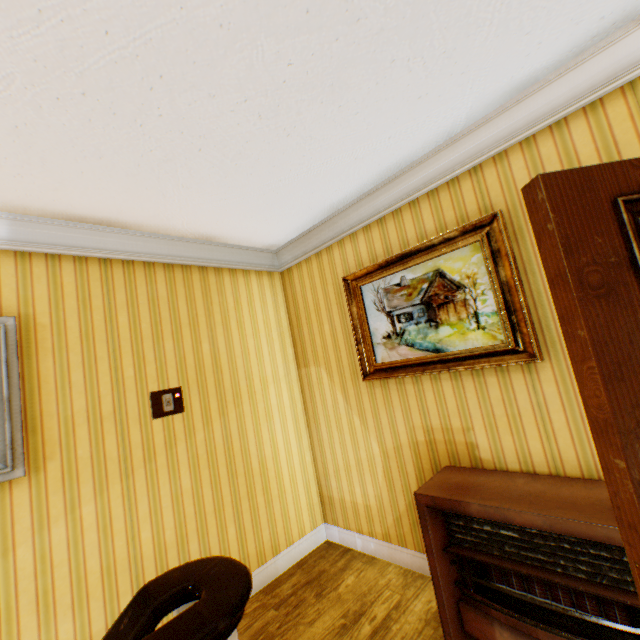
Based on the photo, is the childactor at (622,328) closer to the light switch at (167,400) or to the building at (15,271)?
the building at (15,271)

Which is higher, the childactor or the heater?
the childactor

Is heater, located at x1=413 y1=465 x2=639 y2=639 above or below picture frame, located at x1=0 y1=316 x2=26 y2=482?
below

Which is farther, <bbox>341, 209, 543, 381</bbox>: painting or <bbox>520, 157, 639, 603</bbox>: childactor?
<bbox>341, 209, 543, 381</bbox>: painting

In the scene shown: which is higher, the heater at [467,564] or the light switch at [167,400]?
the light switch at [167,400]

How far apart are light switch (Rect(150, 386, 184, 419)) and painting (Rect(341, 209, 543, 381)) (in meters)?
1.56

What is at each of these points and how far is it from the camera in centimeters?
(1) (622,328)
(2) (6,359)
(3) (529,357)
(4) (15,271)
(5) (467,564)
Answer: (1) childactor, 87cm
(2) picture frame, 200cm
(3) painting, 198cm
(4) building, 217cm
(5) heater, 197cm

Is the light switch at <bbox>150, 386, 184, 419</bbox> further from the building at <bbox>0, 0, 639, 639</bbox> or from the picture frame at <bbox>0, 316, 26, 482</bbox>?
the picture frame at <bbox>0, 316, 26, 482</bbox>
